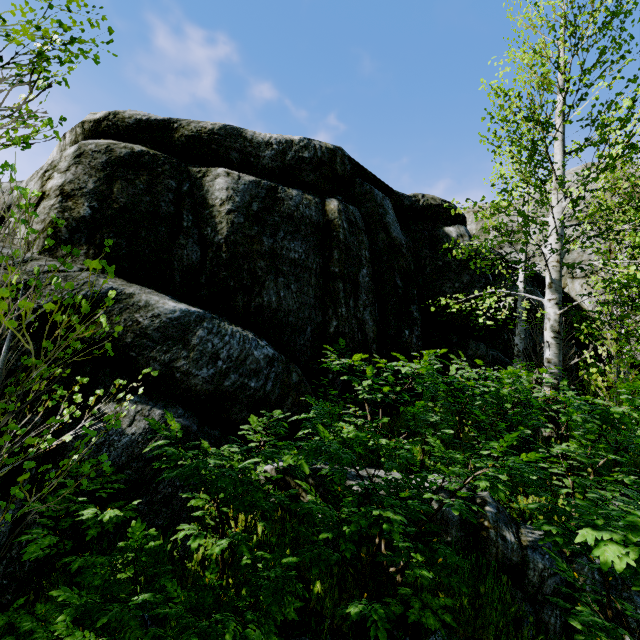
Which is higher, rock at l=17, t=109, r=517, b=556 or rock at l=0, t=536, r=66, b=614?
rock at l=17, t=109, r=517, b=556

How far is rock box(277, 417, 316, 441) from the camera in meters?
5.1 m

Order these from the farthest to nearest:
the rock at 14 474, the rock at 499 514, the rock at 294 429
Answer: the rock at 294 429, the rock at 14 474, the rock at 499 514

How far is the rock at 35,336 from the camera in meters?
4.2

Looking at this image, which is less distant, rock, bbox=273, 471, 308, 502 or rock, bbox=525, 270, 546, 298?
rock, bbox=273, 471, 308, 502

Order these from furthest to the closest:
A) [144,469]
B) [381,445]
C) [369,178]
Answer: [369,178]
[144,469]
[381,445]
